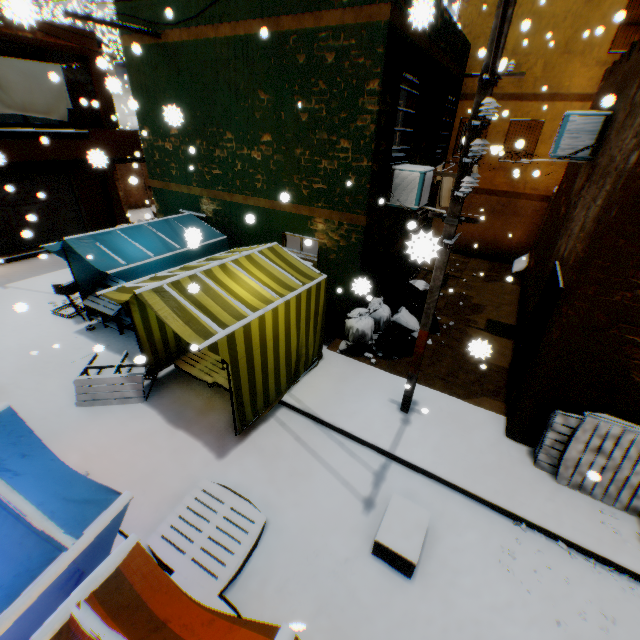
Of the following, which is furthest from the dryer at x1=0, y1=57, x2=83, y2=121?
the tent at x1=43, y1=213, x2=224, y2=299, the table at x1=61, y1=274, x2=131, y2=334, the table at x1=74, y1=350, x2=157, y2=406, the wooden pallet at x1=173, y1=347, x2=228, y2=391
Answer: the table at x1=74, y1=350, x2=157, y2=406

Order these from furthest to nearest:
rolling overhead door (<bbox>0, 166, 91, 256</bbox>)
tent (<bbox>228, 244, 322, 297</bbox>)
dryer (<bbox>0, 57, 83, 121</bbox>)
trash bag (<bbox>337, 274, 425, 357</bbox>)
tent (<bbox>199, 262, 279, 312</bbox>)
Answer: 1. rolling overhead door (<bbox>0, 166, 91, 256</bbox>)
2. dryer (<bbox>0, 57, 83, 121</bbox>)
3. trash bag (<bbox>337, 274, 425, 357</bbox>)
4. tent (<bbox>228, 244, 322, 297</bbox>)
5. tent (<bbox>199, 262, 279, 312</bbox>)

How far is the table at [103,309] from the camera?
7.9 meters

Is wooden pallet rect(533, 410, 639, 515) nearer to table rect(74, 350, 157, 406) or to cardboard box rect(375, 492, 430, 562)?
cardboard box rect(375, 492, 430, 562)

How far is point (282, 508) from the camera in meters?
4.7 m

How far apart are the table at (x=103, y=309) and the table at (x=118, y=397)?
1.1m

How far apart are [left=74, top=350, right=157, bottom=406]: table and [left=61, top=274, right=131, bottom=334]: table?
1.1 meters

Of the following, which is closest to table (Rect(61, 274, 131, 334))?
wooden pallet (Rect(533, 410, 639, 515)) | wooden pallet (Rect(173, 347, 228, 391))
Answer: wooden pallet (Rect(173, 347, 228, 391))
